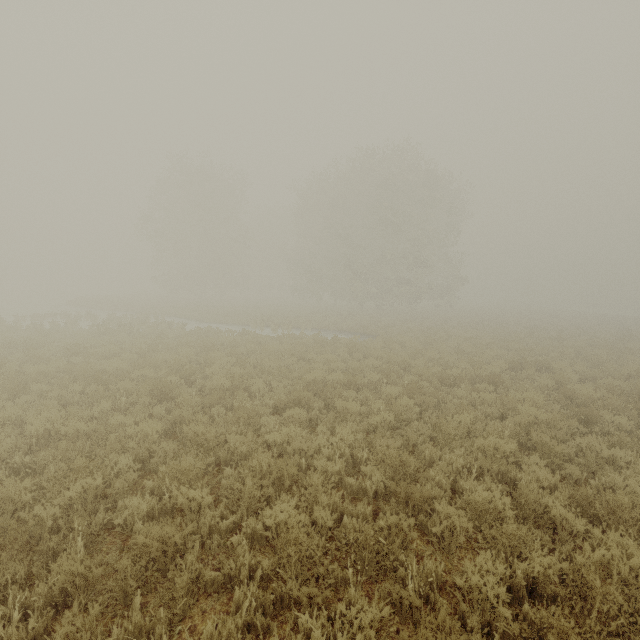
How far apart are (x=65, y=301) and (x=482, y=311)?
53.2m
